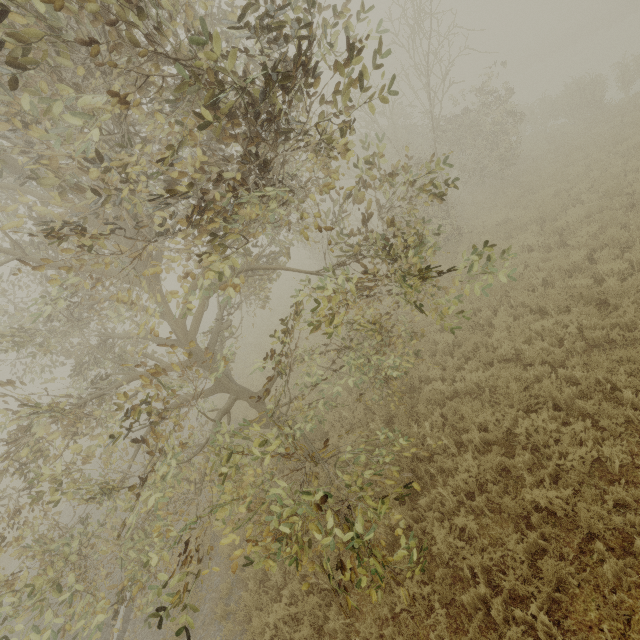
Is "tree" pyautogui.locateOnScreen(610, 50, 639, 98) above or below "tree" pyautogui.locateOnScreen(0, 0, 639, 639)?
below

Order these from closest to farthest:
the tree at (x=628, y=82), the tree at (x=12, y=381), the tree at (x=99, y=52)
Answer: the tree at (x=99, y=52) < the tree at (x=12, y=381) < the tree at (x=628, y=82)

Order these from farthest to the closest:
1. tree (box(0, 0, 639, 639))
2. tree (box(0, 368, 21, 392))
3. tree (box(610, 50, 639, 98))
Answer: tree (box(610, 50, 639, 98)) < tree (box(0, 368, 21, 392)) < tree (box(0, 0, 639, 639))

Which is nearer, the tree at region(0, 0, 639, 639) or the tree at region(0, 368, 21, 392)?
the tree at region(0, 0, 639, 639)

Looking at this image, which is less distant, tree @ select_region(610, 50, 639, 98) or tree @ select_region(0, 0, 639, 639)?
tree @ select_region(0, 0, 639, 639)

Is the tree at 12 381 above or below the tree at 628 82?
above

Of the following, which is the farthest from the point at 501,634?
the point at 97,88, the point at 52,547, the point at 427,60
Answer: the point at 427,60
